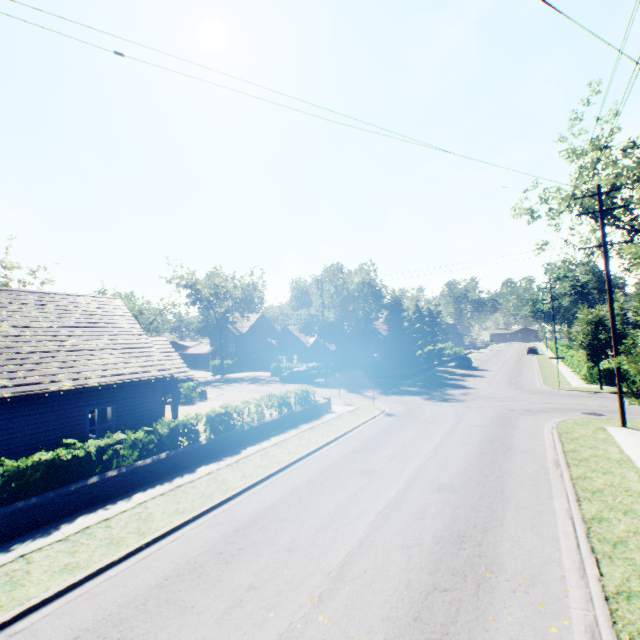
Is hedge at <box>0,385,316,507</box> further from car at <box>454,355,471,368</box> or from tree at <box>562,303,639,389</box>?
car at <box>454,355,471,368</box>

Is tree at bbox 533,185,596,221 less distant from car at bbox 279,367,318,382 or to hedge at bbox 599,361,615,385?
hedge at bbox 599,361,615,385

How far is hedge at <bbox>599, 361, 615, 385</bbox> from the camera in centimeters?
2552cm

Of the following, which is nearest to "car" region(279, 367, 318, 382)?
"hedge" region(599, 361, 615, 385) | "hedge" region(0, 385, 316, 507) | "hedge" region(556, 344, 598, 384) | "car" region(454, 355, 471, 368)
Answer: "hedge" region(0, 385, 316, 507)

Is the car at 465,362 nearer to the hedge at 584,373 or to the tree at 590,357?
the tree at 590,357

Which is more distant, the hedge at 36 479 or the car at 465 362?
the car at 465 362

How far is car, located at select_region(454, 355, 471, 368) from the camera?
43.7m

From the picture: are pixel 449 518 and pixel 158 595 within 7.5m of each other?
yes
